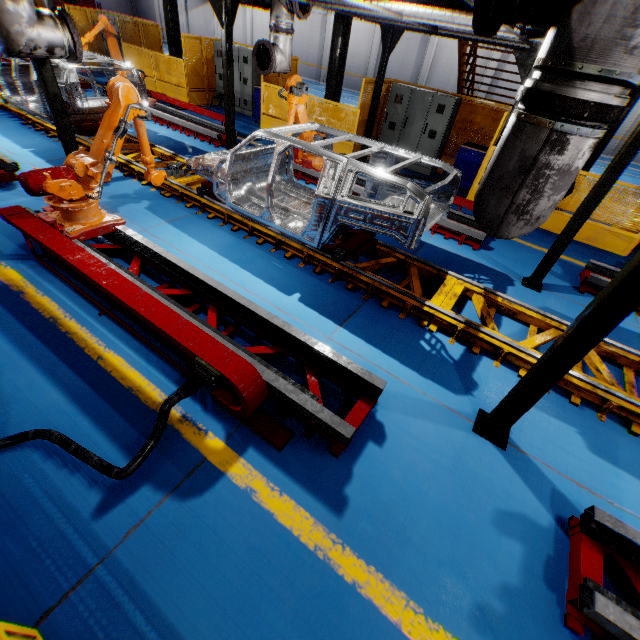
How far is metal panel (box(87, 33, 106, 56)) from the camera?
16.1m

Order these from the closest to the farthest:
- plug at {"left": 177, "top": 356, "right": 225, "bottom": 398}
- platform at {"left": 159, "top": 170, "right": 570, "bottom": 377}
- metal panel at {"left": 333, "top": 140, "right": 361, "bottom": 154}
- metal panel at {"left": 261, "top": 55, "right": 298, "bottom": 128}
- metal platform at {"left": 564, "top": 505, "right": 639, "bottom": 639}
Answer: metal platform at {"left": 564, "top": 505, "right": 639, "bottom": 639} < plug at {"left": 177, "top": 356, "right": 225, "bottom": 398} < platform at {"left": 159, "top": 170, "right": 570, "bottom": 377} < metal panel at {"left": 333, "top": 140, "right": 361, "bottom": 154} < metal panel at {"left": 261, "top": 55, "right": 298, "bottom": 128}

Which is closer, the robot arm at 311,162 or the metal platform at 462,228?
the metal platform at 462,228

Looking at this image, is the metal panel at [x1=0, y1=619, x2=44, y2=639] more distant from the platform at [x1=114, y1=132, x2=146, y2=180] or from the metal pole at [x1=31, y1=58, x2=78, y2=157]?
the platform at [x1=114, y1=132, x2=146, y2=180]

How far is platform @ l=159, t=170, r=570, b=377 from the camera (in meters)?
4.56

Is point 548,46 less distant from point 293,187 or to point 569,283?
point 293,187

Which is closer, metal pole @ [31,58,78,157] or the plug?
the plug

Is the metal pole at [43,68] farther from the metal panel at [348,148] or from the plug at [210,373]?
the plug at [210,373]
